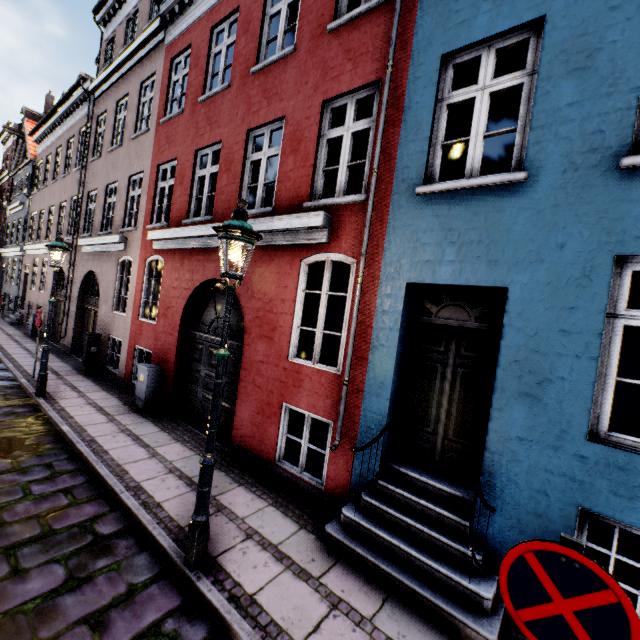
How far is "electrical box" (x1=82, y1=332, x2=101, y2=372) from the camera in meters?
10.4 m

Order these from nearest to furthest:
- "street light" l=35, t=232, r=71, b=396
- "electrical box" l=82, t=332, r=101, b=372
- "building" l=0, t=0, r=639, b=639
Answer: "building" l=0, t=0, r=639, b=639 → "street light" l=35, t=232, r=71, b=396 → "electrical box" l=82, t=332, r=101, b=372

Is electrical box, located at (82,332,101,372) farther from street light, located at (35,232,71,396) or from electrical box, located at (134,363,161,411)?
electrical box, located at (134,363,161,411)

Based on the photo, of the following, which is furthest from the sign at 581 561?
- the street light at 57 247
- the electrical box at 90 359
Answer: the electrical box at 90 359

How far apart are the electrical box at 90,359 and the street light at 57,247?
2.6 meters

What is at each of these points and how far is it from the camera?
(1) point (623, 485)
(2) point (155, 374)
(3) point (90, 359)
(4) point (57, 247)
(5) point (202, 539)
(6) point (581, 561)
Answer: (1) building, 2.9m
(2) electrical box, 7.8m
(3) electrical box, 10.5m
(4) street light, 7.6m
(5) street light, 3.4m
(6) sign, 1.5m

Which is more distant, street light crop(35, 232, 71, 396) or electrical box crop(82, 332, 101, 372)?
electrical box crop(82, 332, 101, 372)

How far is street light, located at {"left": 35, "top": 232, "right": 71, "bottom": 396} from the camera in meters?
7.6 m
